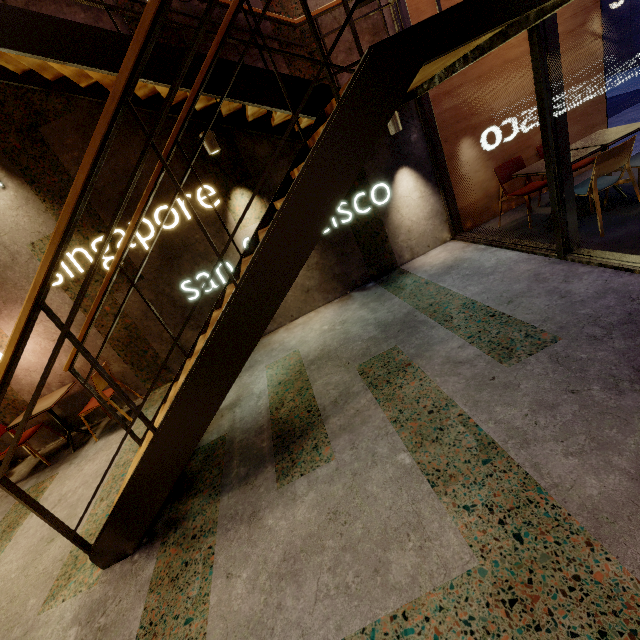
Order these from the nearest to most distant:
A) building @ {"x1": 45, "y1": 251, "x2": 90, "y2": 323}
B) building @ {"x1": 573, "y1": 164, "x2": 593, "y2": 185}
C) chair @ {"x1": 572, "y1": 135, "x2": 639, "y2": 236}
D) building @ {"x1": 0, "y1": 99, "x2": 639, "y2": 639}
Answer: building @ {"x1": 0, "y1": 99, "x2": 639, "y2": 639}
chair @ {"x1": 572, "y1": 135, "x2": 639, "y2": 236}
building @ {"x1": 45, "y1": 251, "x2": 90, "y2": 323}
building @ {"x1": 573, "y1": 164, "x2": 593, "y2": 185}

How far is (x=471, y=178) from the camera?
5.0 meters

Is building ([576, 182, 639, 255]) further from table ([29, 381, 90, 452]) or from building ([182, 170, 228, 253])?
table ([29, 381, 90, 452])

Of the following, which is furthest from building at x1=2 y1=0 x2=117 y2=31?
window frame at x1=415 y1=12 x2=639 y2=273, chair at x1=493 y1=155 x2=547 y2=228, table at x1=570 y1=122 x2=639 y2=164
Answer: table at x1=570 y1=122 x2=639 y2=164

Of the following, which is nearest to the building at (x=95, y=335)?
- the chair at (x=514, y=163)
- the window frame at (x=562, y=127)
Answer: the window frame at (x=562, y=127)

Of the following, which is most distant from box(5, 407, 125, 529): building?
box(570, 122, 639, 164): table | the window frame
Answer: box(570, 122, 639, 164): table

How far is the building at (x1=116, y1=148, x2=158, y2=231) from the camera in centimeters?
407cm
